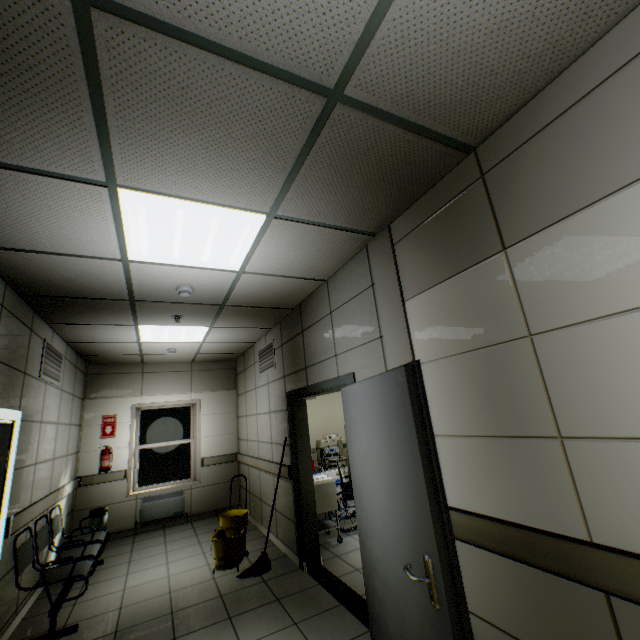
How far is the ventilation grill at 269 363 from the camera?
5.32m

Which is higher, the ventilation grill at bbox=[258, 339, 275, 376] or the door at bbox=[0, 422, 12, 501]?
the ventilation grill at bbox=[258, 339, 275, 376]

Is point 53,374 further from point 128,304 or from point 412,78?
point 412,78

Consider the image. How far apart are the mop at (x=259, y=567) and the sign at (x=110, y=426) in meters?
4.0

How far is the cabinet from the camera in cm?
467

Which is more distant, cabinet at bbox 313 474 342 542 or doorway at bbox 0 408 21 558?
cabinet at bbox 313 474 342 542

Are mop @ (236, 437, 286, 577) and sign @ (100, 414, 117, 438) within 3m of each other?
no

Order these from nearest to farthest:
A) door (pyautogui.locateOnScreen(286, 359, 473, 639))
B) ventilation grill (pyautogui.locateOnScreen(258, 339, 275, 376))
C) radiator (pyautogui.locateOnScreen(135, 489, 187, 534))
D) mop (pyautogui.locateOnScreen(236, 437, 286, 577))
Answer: door (pyautogui.locateOnScreen(286, 359, 473, 639)) → mop (pyautogui.locateOnScreen(236, 437, 286, 577)) → ventilation grill (pyautogui.locateOnScreen(258, 339, 275, 376)) → radiator (pyautogui.locateOnScreen(135, 489, 187, 534))
